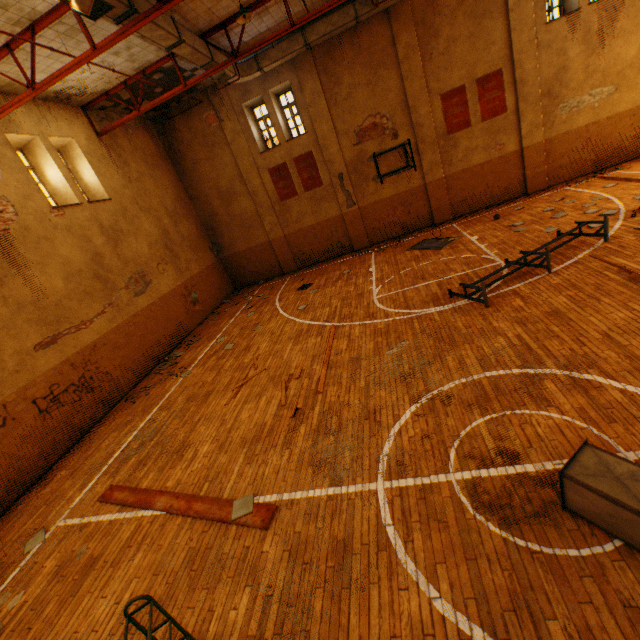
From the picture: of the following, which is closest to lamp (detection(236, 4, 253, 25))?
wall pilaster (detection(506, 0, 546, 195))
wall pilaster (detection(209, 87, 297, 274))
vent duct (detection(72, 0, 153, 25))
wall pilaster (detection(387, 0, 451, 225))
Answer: vent duct (detection(72, 0, 153, 25))

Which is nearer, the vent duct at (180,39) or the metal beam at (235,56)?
the vent duct at (180,39)

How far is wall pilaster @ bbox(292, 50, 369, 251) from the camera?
13.34m

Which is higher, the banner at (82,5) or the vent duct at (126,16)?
the vent duct at (126,16)

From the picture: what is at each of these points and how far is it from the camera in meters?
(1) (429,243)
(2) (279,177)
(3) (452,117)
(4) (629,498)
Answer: (1) basketball backboard, 13.0 m
(2) banner, 15.4 m
(3) banner, 13.4 m
(4) vent duct, 2.7 m

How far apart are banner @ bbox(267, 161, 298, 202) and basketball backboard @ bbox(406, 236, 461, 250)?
6.1m

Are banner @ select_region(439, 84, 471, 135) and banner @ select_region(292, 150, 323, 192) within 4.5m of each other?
no

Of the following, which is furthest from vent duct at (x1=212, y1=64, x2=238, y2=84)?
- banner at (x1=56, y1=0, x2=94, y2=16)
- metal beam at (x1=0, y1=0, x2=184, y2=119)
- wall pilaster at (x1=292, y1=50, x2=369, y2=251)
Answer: banner at (x1=56, y1=0, x2=94, y2=16)
